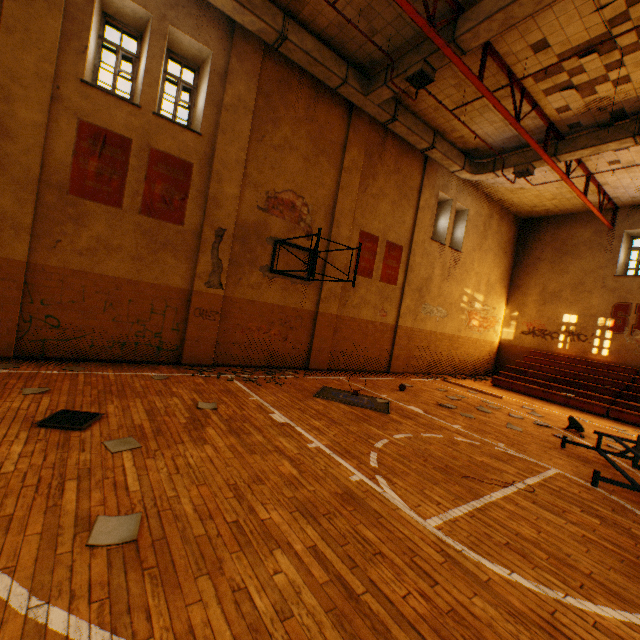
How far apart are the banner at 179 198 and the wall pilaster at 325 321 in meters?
4.4 m

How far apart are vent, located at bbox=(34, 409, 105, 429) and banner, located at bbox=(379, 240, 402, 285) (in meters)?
9.71

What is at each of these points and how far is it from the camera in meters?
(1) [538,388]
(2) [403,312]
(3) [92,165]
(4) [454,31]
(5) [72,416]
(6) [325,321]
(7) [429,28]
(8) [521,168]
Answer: (1) bleachers, 12.9
(2) wall pilaster, 13.0
(3) banner, 6.8
(4) vent duct, 7.0
(5) vent, 4.3
(6) wall pilaster, 10.8
(7) metal beam, 6.5
(8) vent duct, 11.3

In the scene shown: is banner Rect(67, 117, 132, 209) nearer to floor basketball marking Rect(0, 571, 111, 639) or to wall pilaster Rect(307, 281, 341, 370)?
floor basketball marking Rect(0, 571, 111, 639)

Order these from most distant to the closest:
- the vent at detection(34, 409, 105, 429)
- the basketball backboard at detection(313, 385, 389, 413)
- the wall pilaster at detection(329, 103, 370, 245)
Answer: the wall pilaster at detection(329, 103, 370, 245)
the basketball backboard at detection(313, 385, 389, 413)
the vent at detection(34, 409, 105, 429)

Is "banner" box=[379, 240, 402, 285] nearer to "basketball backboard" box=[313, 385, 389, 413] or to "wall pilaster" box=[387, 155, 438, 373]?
"wall pilaster" box=[387, 155, 438, 373]

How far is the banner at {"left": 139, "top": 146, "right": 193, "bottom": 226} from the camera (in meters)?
7.46

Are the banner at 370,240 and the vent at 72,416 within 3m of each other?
no
